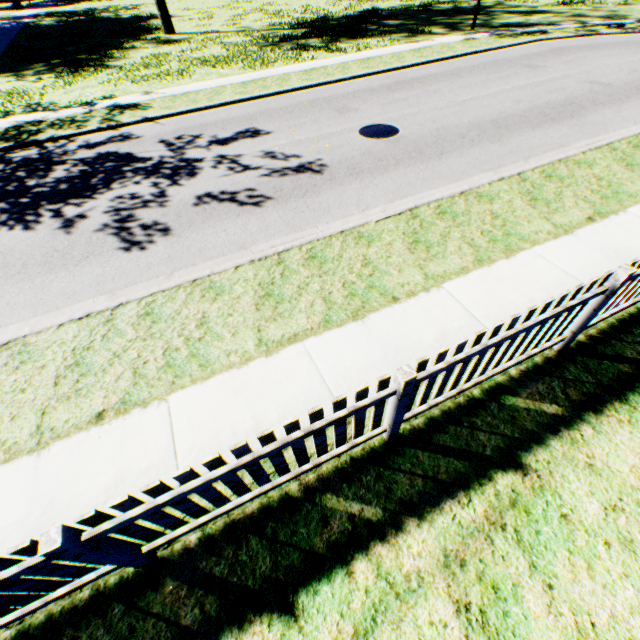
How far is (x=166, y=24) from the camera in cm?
2180
